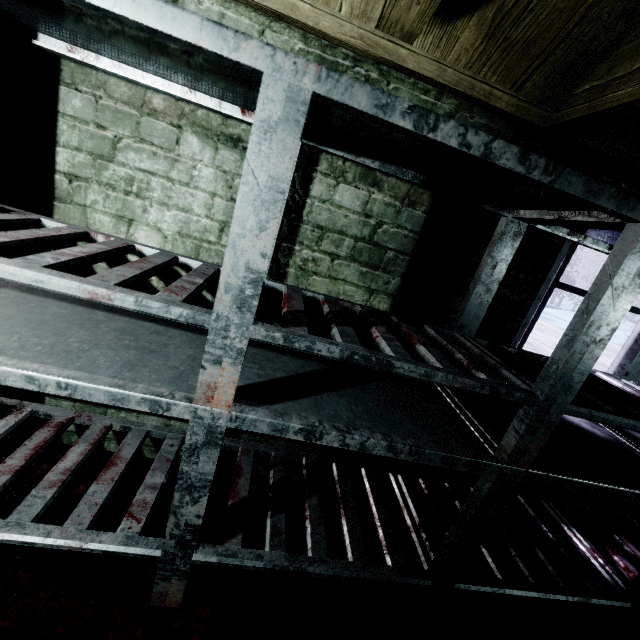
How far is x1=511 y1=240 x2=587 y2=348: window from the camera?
1.5m

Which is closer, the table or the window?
the table

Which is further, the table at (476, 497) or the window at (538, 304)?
the window at (538, 304)

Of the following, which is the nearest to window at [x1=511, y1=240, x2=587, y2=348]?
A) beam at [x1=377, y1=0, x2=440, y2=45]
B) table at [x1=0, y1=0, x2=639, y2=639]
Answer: table at [x1=0, y1=0, x2=639, y2=639]

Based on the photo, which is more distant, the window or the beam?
the window

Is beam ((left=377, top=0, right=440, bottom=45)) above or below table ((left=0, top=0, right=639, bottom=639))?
above

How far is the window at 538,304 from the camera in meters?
1.5

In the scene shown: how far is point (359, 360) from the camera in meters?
0.9
